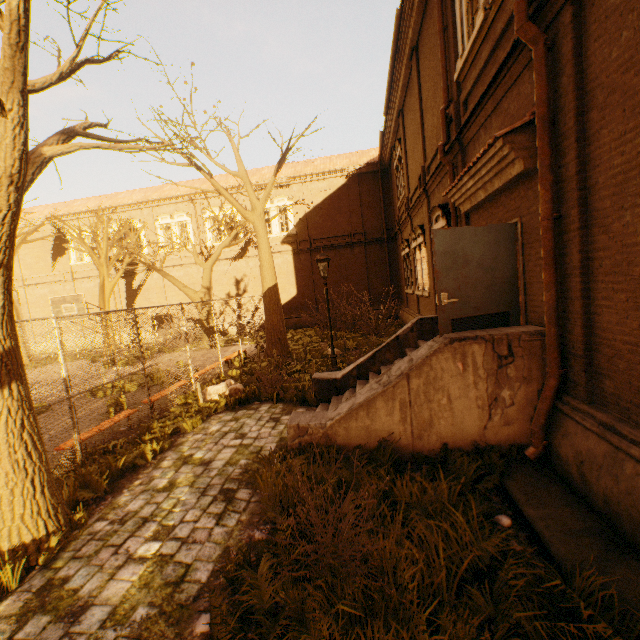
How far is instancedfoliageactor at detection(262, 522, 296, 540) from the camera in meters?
3.3 m

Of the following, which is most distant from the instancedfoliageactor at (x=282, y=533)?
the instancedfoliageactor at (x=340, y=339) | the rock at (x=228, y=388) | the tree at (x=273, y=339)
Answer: the instancedfoliageactor at (x=340, y=339)

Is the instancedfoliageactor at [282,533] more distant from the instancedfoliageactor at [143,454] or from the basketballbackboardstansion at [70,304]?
the basketballbackboardstansion at [70,304]

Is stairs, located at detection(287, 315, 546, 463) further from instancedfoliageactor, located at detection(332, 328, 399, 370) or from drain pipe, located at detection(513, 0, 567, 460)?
instancedfoliageactor, located at detection(332, 328, 399, 370)

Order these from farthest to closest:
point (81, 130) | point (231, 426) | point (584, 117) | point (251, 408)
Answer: point (251, 408) → point (231, 426) → point (81, 130) → point (584, 117)

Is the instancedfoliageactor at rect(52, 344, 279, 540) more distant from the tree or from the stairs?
the stairs

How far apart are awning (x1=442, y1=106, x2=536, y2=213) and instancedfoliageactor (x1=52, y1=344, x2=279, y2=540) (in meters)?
7.42

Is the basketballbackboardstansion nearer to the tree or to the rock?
the tree
